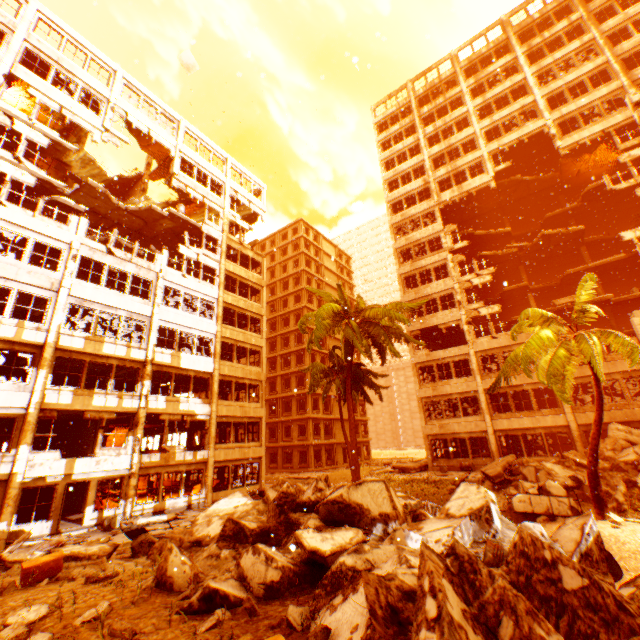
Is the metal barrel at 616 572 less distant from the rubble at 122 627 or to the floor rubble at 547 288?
the rubble at 122 627

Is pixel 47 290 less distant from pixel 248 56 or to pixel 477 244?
pixel 248 56

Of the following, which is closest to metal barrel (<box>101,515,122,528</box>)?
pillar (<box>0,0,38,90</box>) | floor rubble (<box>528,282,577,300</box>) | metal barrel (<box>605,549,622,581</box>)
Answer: pillar (<box>0,0,38,90</box>)

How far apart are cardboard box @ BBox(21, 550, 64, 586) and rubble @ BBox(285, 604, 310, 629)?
6.53m

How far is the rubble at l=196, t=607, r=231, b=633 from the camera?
3.70m

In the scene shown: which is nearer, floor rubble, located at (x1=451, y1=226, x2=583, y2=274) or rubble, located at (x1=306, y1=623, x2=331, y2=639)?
rubble, located at (x1=306, y1=623, x2=331, y2=639)

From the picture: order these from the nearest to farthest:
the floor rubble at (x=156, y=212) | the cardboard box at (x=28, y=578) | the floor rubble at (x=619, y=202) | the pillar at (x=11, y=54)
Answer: the cardboard box at (x=28, y=578) < the pillar at (x=11, y=54) < the floor rubble at (x=156, y=212) < the floor rubble at (x=619, y=202)

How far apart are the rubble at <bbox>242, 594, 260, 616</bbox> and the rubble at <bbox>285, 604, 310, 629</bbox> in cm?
30
